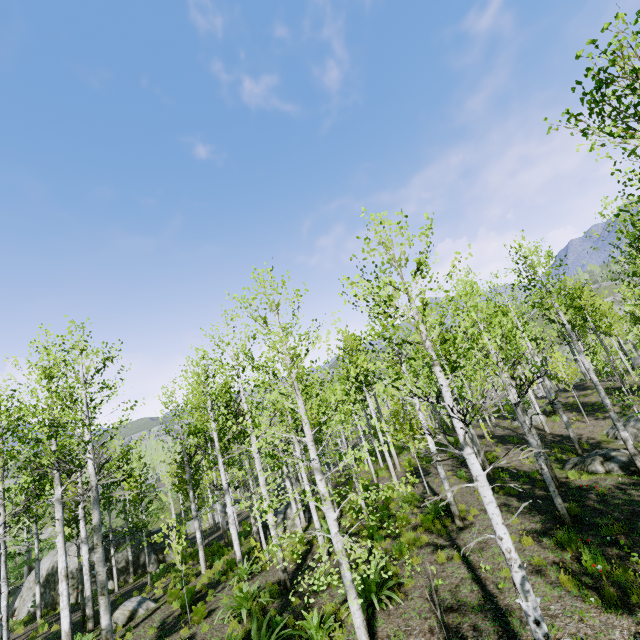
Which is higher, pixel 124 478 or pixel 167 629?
pixel 124 478

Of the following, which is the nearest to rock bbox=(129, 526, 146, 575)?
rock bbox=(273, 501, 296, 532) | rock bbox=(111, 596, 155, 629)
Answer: rock bbox=(273, 501, 296, 532)

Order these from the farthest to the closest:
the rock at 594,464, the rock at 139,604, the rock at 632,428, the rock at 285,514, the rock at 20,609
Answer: the rock at 20,609 < the rock at 285,514 < the rock at 632,428 < the rock at 139,604 < the rock at 594,464

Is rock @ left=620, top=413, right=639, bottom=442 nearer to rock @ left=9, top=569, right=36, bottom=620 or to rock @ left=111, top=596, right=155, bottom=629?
rock @ left=111, top=596, right=155, bottom=629

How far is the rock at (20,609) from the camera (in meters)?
20.19

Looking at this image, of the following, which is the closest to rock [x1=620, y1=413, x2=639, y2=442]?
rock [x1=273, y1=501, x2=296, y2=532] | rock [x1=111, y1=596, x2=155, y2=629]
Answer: rock [x1=273, y1=501, x2=296, y2=532]

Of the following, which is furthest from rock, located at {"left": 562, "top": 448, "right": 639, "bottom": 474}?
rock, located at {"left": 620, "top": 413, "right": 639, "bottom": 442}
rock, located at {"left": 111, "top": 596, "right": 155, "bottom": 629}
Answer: rock, located at {"left": 111, "top": 596, "right": 155, "bottom": 629}

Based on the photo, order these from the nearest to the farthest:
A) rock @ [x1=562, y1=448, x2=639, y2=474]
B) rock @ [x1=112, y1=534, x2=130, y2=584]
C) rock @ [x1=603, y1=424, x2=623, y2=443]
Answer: rock @ [x1=562, y1=448, x2=639, y2=474] → rock @ [x1=603, y1=424, x2=623, y2=443] → rock @ [x1=112, y1=534, x2=130, y2=584]
